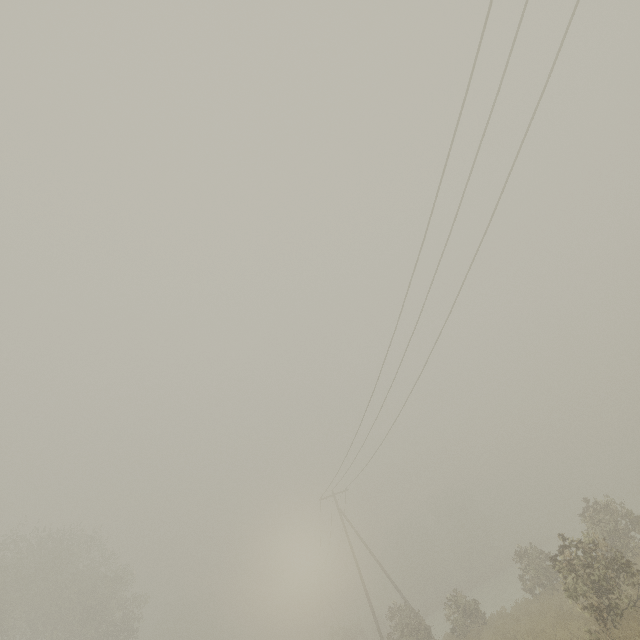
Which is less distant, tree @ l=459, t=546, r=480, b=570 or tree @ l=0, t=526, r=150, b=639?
tree @ l=0, t=526, r=150, b=639

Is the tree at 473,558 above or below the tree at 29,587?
below

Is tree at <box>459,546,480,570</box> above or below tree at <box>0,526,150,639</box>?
below

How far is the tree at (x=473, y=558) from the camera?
57.75m

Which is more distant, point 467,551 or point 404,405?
point 467,551

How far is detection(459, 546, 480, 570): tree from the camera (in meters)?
57.75
